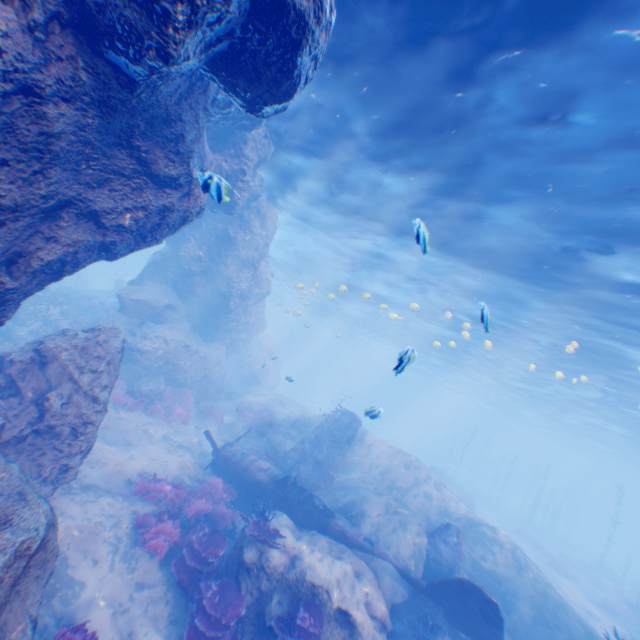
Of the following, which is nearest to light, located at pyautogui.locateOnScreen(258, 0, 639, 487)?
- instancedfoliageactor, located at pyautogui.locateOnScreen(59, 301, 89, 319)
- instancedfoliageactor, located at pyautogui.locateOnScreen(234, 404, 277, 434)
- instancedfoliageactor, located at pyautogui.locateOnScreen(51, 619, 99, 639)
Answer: instancedfoliageactor, located at pyautogui.locateOnScreen(234, 404, 277, 434)

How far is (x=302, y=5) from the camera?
4.4 meters

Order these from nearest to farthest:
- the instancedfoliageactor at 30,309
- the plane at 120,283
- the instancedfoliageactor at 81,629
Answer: the instancedfoliageactor at 81,629, the instancedfoliageactor at 30,309, the plane at 120,283

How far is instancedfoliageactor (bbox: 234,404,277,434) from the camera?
19.4 meters

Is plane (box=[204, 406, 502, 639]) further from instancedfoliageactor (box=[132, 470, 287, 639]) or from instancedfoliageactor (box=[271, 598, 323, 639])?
instancedfoliageactor (box=[271, 598, 323, 639])

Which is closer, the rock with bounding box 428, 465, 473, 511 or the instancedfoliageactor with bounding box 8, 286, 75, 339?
the instancedfoliageactor with bounding box 8, 286, 75, 339

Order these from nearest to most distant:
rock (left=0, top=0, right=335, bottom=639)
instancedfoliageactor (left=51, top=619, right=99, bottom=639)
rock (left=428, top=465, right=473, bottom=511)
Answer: rock (left=0, top=0, right=335, bottom=639)
instancedfoliageactor (left=51, top=619, right=99, bottom=639)
rock (left=428, top=465, right=473, bottom=511)

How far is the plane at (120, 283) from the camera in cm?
2942
